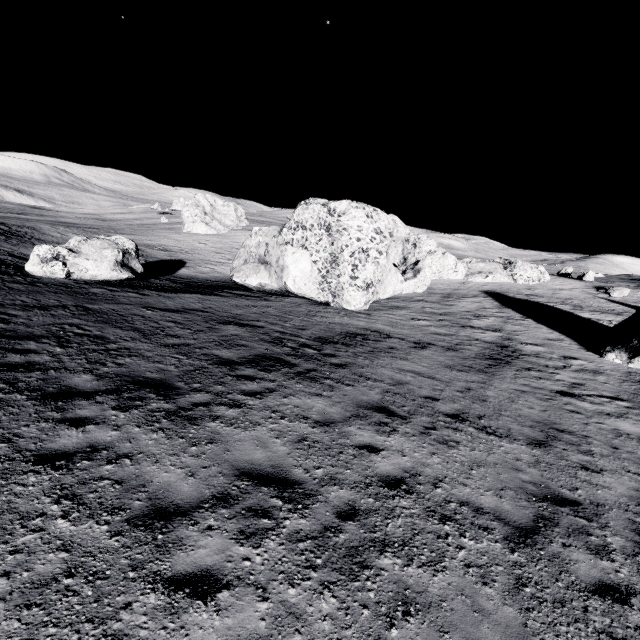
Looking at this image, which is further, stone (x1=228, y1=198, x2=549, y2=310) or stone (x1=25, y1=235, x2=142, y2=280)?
stone (x1=228, y1=198, x2=549, y2=310)

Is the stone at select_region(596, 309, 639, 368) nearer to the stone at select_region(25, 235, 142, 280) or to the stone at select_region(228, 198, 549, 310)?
the stone at select_region(228, 198, 549, 310)

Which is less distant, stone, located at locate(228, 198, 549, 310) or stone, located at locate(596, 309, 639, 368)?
stone, located at locate(596, 309, 639, 368)

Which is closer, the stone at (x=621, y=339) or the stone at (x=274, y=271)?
the stone at (x=621, y=339)

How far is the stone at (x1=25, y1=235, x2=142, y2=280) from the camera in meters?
17.4

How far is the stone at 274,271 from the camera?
21.1m

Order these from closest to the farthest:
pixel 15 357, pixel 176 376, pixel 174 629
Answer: pixel 174 629
pixel 15 357
pixel 176 376
